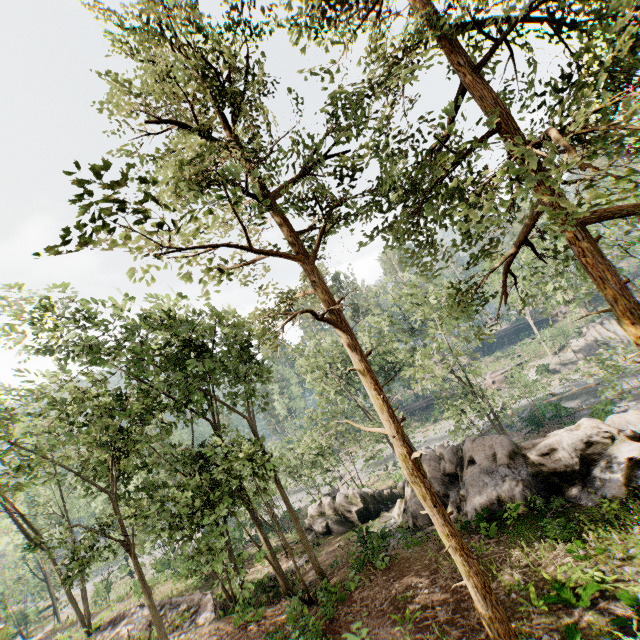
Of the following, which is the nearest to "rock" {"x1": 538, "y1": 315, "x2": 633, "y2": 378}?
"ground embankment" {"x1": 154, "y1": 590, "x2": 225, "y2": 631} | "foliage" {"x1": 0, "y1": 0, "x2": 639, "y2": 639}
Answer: "foliage" {"x1": 0, "y1": 0, "x2": 639, "y2": 639}

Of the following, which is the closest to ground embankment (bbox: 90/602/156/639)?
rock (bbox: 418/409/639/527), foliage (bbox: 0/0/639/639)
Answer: rock (bbox: 418/409/639/527)

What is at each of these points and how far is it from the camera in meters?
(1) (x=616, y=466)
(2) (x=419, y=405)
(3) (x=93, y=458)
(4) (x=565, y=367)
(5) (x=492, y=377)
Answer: (1) rock, 15.6
(2) ground embankment, 59.5
(3) foliage, 28.2
(4) rock, 47.3
(5) ground embankment, 53.1

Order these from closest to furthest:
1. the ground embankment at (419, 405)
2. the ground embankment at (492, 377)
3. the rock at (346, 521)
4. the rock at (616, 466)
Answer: the rock at (616, 466)
the rock at (346, 521)
the ground embankment at (492, 377)
the ground embankment at (419, 405)

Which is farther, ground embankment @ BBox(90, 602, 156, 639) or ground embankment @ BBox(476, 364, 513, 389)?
ground embankment @ BBox(476, 364, 513, 389)

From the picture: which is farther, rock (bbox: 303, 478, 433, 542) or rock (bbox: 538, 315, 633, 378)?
rock (bbox: 538, 315, 633, 378)

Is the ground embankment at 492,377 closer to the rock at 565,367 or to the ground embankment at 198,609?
the rock at 565,367

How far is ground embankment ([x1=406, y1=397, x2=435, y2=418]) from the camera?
58.5m
